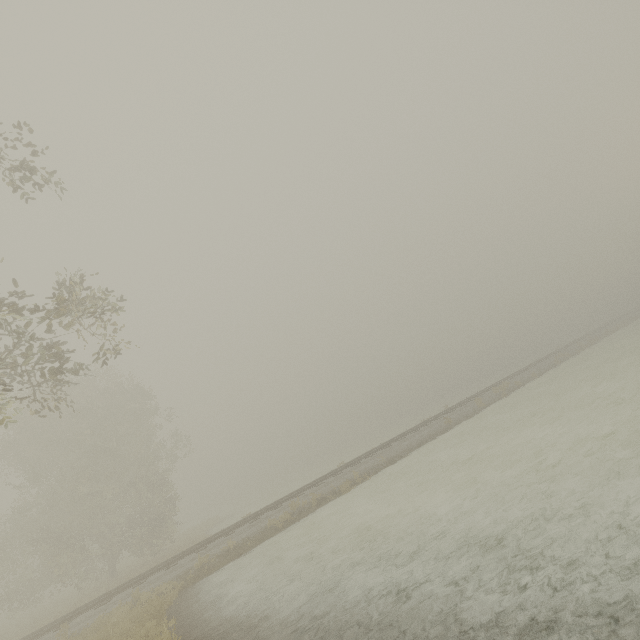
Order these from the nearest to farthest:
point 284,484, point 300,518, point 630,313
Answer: point 300,518
point 630,313
point 284,484
